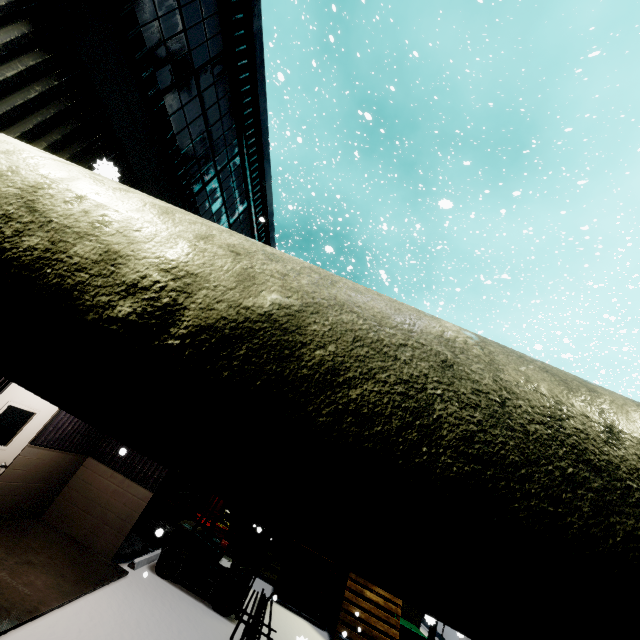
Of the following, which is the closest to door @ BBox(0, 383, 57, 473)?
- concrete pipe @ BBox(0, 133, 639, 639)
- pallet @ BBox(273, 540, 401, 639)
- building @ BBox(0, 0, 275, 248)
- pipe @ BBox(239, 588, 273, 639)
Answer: building @ BBox(0, 0, 275, 248)

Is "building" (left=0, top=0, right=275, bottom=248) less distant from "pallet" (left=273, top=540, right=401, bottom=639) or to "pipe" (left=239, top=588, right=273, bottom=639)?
"pallet" (left=273, top=540, right=401, bottom=639)

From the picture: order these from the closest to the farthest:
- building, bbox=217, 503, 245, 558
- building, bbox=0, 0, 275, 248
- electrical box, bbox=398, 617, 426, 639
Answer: building, bbox=0, 0, 275, 248 → electrical box, bbox=398, 617, 426, 639 → building, bbox=217, 503, 245, 558

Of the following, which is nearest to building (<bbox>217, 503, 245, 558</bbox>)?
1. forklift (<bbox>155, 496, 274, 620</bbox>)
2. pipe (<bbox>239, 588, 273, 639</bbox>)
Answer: forklift (<bbox>155, 496, 274, 620</bbox>)

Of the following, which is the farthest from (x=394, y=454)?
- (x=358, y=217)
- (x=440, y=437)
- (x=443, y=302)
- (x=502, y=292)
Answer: (x=358, y=217)

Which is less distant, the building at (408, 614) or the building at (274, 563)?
the building at (408, 614)

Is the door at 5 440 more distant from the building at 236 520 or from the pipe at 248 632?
the pipe at 248 632

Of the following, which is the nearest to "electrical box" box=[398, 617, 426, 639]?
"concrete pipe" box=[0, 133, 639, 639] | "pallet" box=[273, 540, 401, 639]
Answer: "pallet" box=[273, 540, 401, 639]
